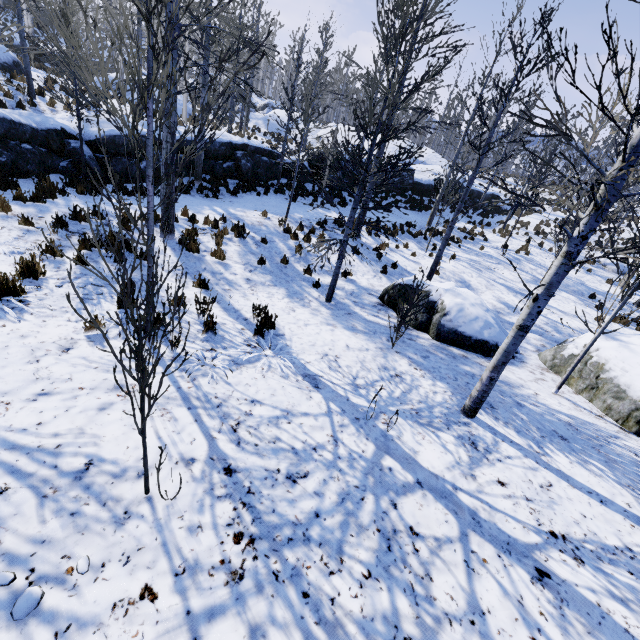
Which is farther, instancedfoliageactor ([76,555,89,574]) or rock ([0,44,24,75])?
Answer: rock ([0,44,24,75])

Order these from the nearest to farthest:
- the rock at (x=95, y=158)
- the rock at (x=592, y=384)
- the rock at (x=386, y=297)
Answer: the rock at (x=592, y=384) < the rock at (x=386, y=297) < the rock at (x=95, y=158)

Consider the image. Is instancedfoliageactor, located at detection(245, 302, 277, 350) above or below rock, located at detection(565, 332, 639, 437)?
below

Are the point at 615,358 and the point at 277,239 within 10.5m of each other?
yes

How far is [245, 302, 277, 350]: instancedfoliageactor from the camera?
5.1m

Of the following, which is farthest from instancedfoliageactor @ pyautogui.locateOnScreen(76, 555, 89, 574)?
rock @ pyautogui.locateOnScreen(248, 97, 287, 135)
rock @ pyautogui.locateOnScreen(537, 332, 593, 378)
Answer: rock @ pyautogui.locateOnScreen(537, 332, 593, 378)

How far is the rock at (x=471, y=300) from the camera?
7.32m

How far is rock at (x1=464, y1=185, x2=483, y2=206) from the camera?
24.54m
